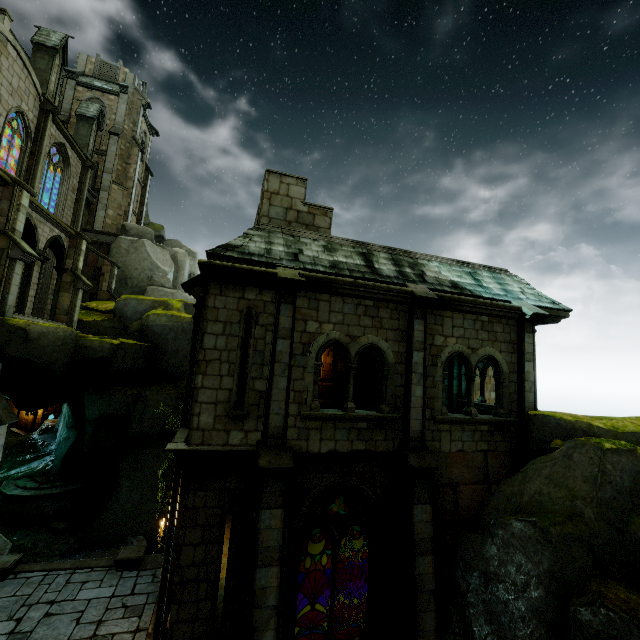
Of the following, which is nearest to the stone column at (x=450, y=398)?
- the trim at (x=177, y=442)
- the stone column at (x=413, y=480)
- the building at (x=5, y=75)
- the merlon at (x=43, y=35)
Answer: the stone column at (x=413, y=480)

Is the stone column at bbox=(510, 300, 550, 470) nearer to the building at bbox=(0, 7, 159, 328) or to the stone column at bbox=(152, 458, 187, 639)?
the stone column at bbox=(152, 458, 187, 639)

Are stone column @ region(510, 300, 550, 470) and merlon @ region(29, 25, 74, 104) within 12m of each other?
no

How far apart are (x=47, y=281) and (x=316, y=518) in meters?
25.1 m

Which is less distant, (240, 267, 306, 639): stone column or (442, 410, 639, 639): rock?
(442, 410, 639, 639): rock

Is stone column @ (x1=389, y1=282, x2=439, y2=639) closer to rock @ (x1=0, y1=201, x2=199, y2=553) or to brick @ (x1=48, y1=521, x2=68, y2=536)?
rock @ (x1=0, y1=201, x2=199, y2=553)

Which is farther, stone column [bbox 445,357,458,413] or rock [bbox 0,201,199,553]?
stone column [bbox 445,357,458,413]

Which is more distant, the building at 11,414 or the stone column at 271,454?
the building at 11,414
